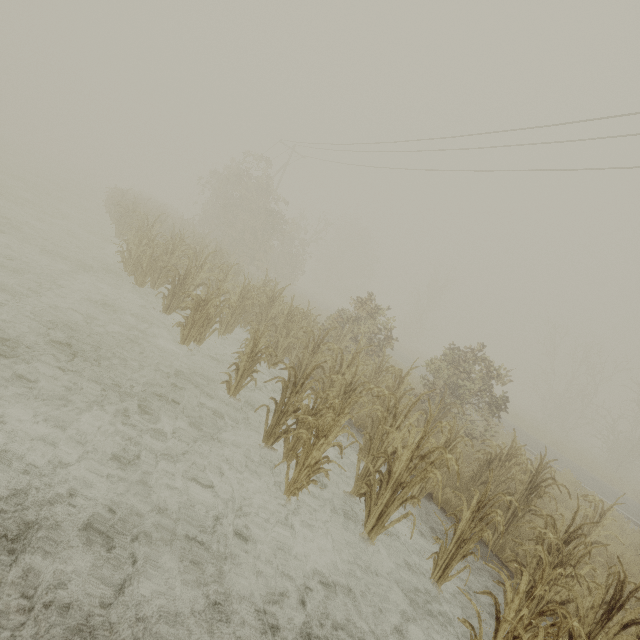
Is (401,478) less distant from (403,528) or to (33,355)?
(403,528)
